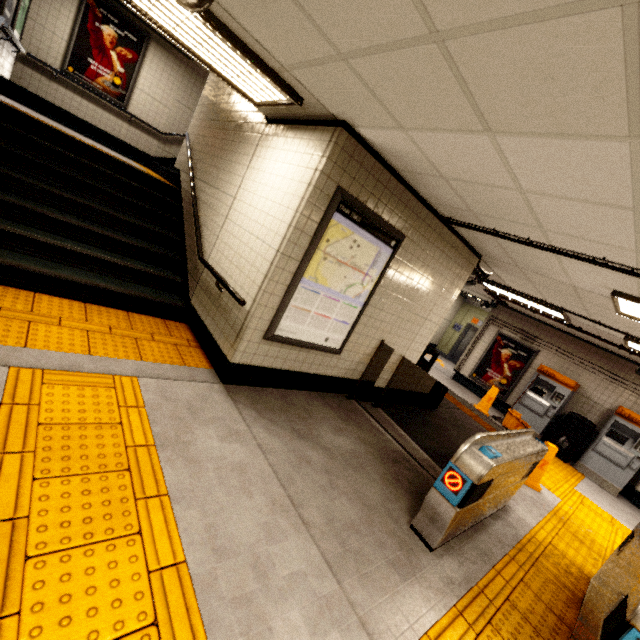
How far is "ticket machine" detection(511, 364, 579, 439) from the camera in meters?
8.4

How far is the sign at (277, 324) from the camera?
3.40m

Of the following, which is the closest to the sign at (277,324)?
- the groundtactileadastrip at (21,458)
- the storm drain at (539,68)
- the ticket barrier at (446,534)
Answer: the storm drain at (539,68)

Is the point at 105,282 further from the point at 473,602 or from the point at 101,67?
the point at 101,67

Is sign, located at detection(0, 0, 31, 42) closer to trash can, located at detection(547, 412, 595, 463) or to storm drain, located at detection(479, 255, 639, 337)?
storm drain, located at detection(479, 255, 639, 337)

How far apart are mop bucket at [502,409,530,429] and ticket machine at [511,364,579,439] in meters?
0.7 m

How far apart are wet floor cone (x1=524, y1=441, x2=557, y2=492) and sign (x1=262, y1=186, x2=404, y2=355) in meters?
3.9

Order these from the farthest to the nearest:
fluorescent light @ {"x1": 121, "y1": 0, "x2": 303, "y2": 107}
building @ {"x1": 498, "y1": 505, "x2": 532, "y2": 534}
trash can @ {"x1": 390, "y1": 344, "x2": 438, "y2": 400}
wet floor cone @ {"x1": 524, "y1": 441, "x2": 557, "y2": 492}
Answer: trash can @ {"x1": 390, "y1": 344, "x2": 438, "y2": 400} < wet floor cone @ {"x1": 524, "y1": 441, "x2": 557, "y2": 492} < building @ {"x1": 498, "y1": 505, "x2": 532, "y2": 534} < fluorescent light @ {"x1": 121, "y1": 0, "x2": 303, "y2": 107}
